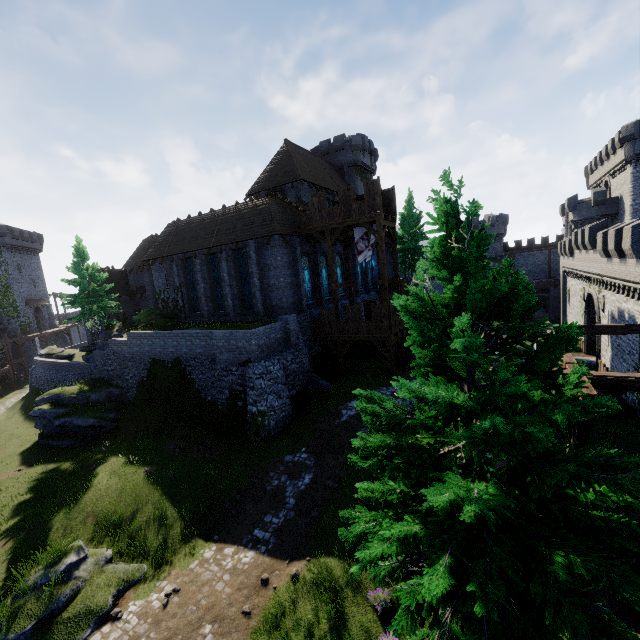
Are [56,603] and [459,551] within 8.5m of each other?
no

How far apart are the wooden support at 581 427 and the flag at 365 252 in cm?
1676

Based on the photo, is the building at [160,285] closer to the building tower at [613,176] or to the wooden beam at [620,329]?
the wooden beam at [620,329]

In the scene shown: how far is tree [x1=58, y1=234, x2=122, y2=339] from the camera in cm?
2845

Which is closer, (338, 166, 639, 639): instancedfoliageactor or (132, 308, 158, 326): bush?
(338, 166, 639, 639): instancedfoliageactor

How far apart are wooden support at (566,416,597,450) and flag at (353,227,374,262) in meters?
16.8 m

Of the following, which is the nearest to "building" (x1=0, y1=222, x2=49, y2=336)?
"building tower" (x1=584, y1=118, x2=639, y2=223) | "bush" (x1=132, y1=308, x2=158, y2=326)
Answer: "bush" (x1=132, y1=308, x2=158, y2=326)

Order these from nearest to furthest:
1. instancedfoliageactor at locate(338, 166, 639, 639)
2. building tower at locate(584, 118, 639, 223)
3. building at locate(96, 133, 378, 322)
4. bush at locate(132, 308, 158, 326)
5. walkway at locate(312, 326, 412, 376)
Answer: instancedfoliageactor at locate(338, 166, 639, 639)
walkway at locate(312, 326, 412, 376)
building at locate(96, 133, 378, 322)
bush at locate(132, 308, 158, 326)
building tower at locate(584, 118, 639, 223)
